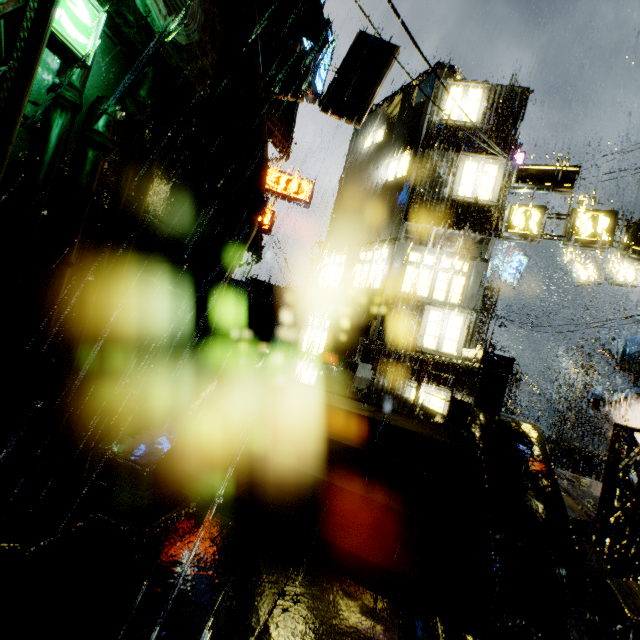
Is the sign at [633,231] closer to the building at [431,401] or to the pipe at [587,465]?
the building at [431,401]

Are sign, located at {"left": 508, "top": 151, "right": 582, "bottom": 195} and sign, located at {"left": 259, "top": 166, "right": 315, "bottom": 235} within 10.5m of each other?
no

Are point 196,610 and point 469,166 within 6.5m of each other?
no

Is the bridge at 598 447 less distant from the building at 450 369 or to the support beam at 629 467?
the building at 450 369

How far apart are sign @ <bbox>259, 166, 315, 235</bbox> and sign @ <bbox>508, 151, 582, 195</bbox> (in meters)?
12.56

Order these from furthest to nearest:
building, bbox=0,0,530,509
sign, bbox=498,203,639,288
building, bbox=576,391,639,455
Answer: building, bbox=576,391,639,455 < sign, bbox=498,203,639,288 < building, bbox=0,0,530,509

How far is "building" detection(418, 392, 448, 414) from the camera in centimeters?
1203cm
